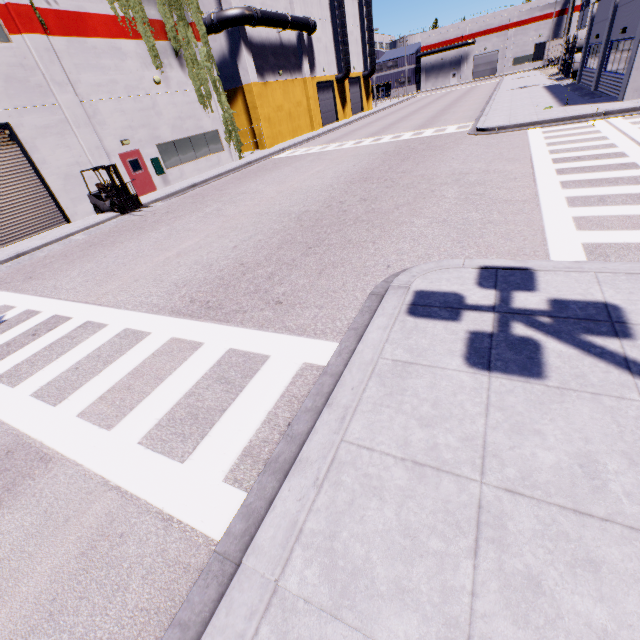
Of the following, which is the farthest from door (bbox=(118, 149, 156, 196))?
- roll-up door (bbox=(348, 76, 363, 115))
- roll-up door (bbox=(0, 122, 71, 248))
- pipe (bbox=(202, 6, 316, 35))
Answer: roll-up door (bbox=(348, 76, 363, 115))

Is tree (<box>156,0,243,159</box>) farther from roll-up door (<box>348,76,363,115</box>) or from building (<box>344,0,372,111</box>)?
roll-up door (<box>348,76,363,115</box>)

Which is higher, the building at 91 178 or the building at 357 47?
the building at 357 47

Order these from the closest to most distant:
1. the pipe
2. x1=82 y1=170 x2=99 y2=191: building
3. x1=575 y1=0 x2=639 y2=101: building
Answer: x1=575 y1=0 x2=639 y2=101: building → x1=82 y1=170 x2=99 y2=191: building → the pipe

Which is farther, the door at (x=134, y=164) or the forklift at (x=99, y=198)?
the door at (x=134, y=164)

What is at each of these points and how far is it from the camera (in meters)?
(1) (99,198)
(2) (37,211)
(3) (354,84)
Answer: (1) forklift, 16.28
(2) roll-up door, 15.38
(3) roll-up door, 45.91

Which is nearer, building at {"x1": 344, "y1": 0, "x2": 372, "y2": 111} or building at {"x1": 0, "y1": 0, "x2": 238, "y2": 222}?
building at {"x1": 0, "y1": 0, "x2": 238, "y2": 222}

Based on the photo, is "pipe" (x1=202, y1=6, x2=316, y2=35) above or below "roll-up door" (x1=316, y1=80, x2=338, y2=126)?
above
